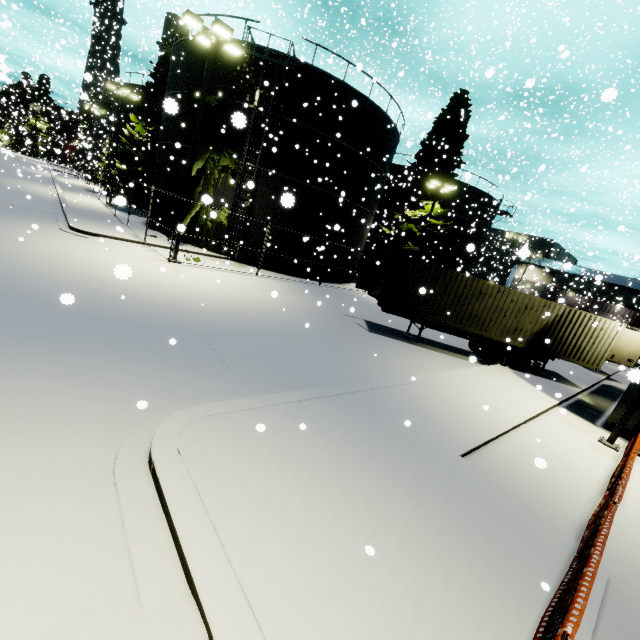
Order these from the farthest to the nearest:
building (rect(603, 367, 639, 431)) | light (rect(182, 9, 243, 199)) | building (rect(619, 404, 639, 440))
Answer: light (rect(182, 9, 243, 199)) < building (rect(619, 404, 639, 440)) < building (rect(603, 367, 639, 431))

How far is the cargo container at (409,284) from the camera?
14.19m

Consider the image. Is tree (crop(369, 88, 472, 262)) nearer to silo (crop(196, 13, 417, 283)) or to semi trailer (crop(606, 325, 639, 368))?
silo (crop(196, 13, 417, 283))

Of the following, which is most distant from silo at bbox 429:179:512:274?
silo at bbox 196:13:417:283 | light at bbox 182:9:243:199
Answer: light at bbox 182:9:243:199

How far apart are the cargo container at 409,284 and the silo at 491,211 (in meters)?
20.04

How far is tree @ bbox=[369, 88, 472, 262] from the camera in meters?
27.4 m

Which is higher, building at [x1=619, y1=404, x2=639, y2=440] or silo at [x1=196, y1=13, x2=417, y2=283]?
silo at [x1=196, y1=13, x2=417, y2=283]

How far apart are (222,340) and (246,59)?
16.6 meters
